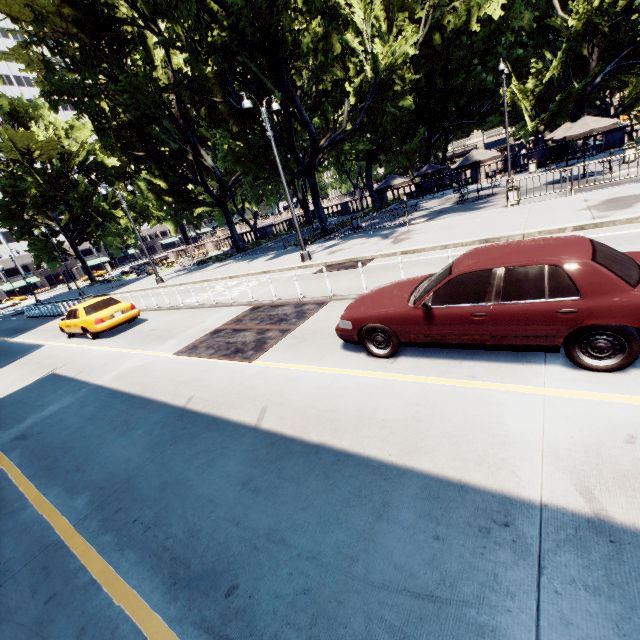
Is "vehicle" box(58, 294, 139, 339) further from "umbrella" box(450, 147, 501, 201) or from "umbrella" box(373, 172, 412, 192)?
"umbrella" box(450, 147, 501, 201)

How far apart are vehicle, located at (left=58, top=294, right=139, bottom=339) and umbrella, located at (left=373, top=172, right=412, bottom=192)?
17.00m

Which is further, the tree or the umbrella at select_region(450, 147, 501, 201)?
the umbrella at select_region(450, 147, 501, 201)

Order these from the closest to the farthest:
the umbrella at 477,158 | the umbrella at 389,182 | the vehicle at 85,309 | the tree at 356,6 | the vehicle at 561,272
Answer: the vehicle at 561,272, the vehicle at 85,309, the tree at 356,6, the umbrella at 477,158, the umbrella at 389,182

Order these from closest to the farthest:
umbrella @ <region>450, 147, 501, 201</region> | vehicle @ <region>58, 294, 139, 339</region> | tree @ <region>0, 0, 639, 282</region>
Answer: vehicle @ <region>58, 294, 139, 339</region> → tree @ <region>0, 0, 639, 282</region> → umbrella @ <region>450, 147, 501, 201</region>

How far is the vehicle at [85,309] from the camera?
12.90m

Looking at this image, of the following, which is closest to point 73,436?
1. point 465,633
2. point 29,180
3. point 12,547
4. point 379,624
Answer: point 12,547

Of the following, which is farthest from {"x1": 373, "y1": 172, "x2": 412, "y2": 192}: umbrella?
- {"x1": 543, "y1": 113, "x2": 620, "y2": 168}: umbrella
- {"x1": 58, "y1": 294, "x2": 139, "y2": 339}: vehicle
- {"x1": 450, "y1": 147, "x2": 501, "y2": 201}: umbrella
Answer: {"x1": 58, "y1": 294, "x2": 139, "y2": 339}: vehicle
